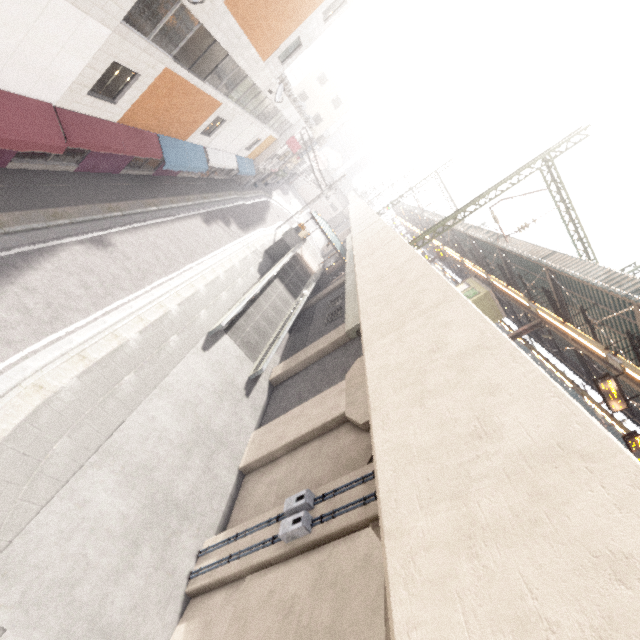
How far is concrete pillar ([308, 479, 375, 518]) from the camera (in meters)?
7.42

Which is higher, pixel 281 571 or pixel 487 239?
pixel 487 239

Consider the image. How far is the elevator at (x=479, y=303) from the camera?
21.7 meters

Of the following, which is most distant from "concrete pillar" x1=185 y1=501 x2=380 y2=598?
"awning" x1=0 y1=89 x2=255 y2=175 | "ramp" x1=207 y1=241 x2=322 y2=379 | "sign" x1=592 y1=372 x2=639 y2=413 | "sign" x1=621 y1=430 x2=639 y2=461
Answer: "awning" x1=0 y1=89 x2=255 y2=175

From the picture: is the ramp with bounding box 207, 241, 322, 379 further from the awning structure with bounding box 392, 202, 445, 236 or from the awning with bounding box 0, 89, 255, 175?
the awning structure with bounding box 392, 202, 445, 236

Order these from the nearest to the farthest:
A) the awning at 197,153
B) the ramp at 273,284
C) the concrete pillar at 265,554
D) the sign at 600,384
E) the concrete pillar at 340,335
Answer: the concrete pillar at 265,554 → the awning at 197,153 → the sign at 600,384 → the concrete pillar at 340,335 → the ramp at 273,284

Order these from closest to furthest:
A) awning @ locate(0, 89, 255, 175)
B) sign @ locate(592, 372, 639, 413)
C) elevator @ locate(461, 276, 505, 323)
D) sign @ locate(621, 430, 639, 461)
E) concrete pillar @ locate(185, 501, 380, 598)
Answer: concrete pillar @ locate(185, 501, 380, 598) → awning @ locate(0, 89, 255, 175) → sign @ locate(592, 372, 639, 413) → sign @ locate(621, 430, 639, 461) → elevator @ locate(461, 276, 505, 323)

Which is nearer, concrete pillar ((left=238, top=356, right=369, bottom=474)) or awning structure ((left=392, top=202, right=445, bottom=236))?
concrete pillar ((left=238, top=356, right=369, bottom=474))
